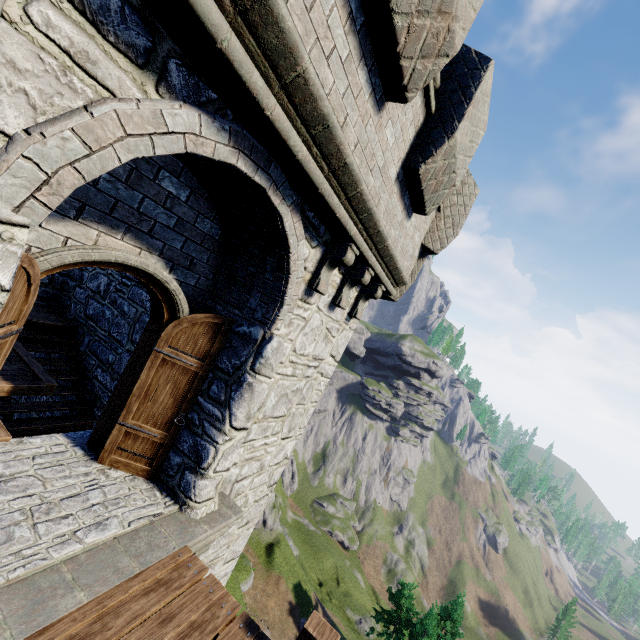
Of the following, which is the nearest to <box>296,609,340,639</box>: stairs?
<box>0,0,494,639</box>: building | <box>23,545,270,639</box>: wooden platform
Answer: <box>23,545,270,639</box>: wooden platform

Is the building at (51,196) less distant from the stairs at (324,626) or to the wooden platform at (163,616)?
the wooden platform at (163,616)

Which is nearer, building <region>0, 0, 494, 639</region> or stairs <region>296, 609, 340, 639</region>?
building <region>0, 0, 494, 639</region>

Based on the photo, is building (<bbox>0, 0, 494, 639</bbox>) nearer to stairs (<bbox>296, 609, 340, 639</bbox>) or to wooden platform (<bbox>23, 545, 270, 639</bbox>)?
wooden platform (<bbox>23, 545, 270, 639</bbox>)

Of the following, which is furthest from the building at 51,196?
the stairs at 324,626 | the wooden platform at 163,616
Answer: the stairs at 324,626

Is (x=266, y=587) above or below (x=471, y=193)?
below

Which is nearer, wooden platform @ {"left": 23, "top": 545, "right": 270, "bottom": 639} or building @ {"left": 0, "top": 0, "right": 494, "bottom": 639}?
building @ {"left": 0, "top": 0, "right": 494, "bottom": 639}
